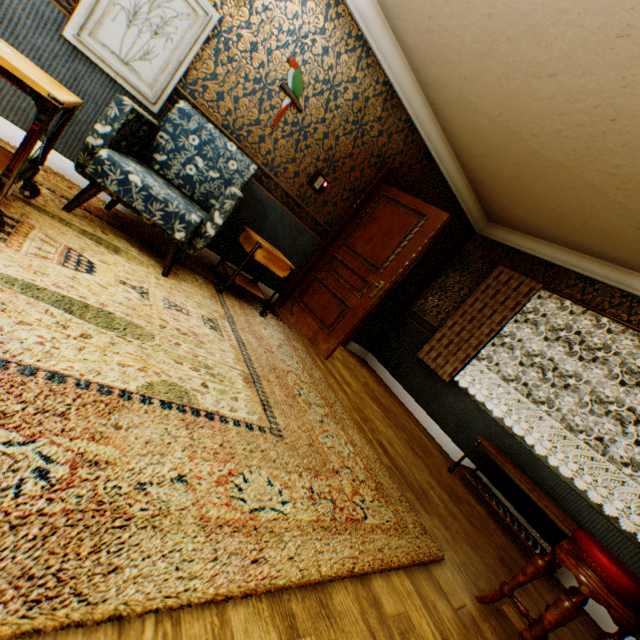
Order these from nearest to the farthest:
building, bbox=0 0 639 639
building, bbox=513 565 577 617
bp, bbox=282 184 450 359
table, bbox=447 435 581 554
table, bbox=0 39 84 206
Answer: table, bbox=0 39 84 206 → building, bbox=0 0 639 639 → building, bbox=513 565 577 617 → table, bbox=447 435 581 554 → bp, bbox=282 184 450 359

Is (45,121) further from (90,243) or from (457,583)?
(457,583)

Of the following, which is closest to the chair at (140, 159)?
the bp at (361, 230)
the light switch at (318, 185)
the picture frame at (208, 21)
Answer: the picture frame at (208, 21)

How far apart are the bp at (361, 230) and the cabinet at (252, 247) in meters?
0.9

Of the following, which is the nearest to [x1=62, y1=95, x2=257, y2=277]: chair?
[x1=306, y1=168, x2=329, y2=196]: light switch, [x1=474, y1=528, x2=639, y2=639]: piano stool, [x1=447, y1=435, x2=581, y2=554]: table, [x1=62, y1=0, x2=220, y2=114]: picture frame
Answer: [x1=62, y1=0, x2=220, y2=114]: picture frame

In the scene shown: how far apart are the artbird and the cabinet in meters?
1.1

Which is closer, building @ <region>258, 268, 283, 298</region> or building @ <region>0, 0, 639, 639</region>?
building @ <region>0, 0, 639, 639</region>

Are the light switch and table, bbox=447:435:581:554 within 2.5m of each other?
no
